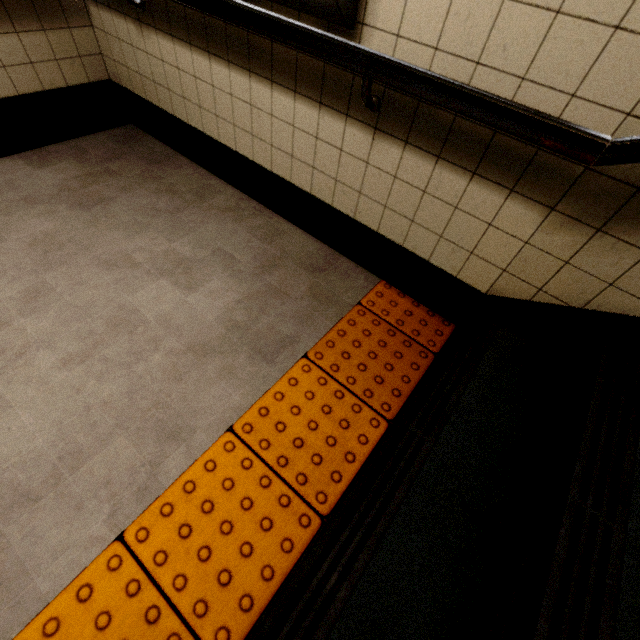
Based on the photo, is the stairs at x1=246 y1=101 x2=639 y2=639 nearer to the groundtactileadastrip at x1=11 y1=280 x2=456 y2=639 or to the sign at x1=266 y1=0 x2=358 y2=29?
the groundtactileadastrip at x1=11 y1=280 x2=456 y2=639

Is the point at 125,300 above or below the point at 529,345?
below

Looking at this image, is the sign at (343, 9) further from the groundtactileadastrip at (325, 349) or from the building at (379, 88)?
the groundtactileadastrip at (325, 349)

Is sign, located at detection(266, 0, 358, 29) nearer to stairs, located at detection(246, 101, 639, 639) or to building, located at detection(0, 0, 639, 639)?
building, located at detection(0, 0, 639, 639)

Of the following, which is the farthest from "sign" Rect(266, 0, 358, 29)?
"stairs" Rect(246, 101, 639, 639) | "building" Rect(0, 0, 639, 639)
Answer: "stairs" Rect(246, 101, 639, 639)

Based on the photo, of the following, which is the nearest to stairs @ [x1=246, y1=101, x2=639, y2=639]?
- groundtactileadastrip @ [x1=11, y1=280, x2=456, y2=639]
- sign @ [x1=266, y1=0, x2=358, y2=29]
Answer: groundtactileadastrip @ [x1=11, y1=280, x2=456, y2=639]
